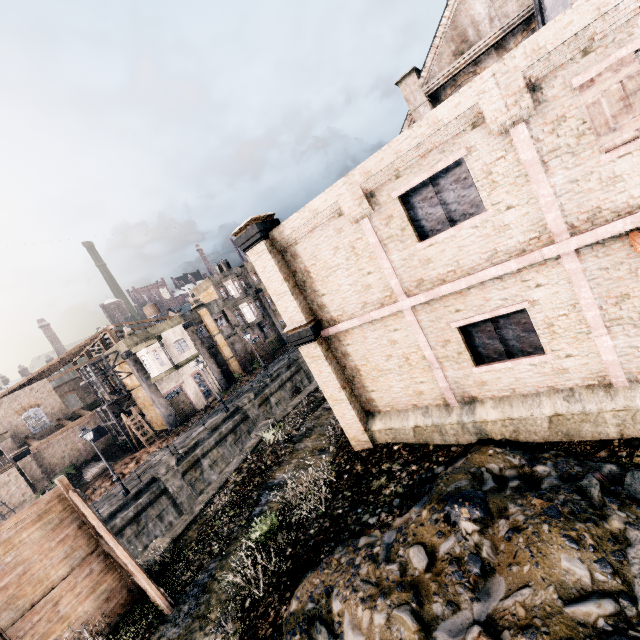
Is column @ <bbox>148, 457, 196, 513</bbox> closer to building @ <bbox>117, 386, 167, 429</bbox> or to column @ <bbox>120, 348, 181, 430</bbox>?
column @ <bbox>120, 348, 181, 430</bbox>

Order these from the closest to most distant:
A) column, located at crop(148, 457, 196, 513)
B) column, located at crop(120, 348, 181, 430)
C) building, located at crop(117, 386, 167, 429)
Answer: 1. column, located at crop(148, 457, 196, 513)
2. column, located at crop(120, 348, 181, 430)
3. building, located at crop(117, 386, 167, 429)

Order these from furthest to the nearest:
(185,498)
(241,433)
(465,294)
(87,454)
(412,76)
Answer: (87,454) < (241,433) < (185,498) < (412,76) < (465,294)

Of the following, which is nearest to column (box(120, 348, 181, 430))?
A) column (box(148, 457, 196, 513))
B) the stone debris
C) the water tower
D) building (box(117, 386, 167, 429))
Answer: building (box(117, 386, 167, 429))

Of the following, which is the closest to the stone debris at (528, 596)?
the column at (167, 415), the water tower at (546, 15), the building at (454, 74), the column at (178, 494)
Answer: the building at (454, 74)

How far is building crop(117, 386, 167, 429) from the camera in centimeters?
3600cm

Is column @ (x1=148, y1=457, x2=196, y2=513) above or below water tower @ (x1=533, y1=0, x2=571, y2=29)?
below

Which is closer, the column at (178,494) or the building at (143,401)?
the column at (178,494)
